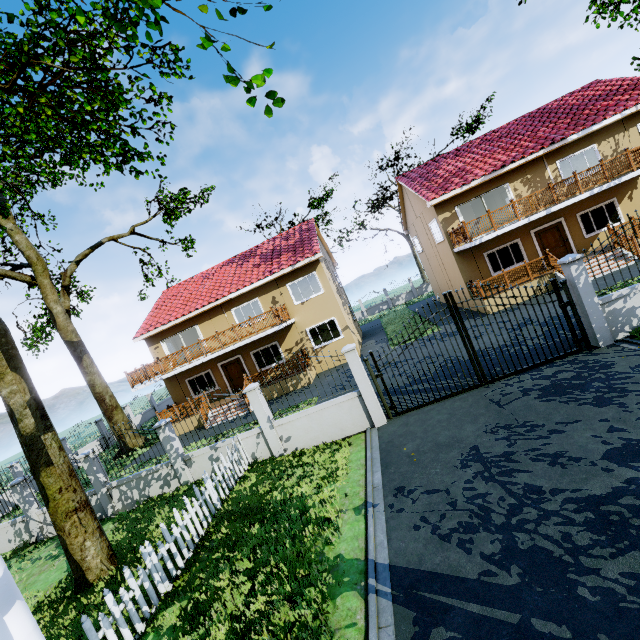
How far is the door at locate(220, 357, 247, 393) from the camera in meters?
20.9

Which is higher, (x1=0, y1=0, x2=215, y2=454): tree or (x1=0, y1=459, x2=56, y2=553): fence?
(x1=0, y1=0, x2=215, y2=454): tree

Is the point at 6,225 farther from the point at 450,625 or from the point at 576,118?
the point at 576,118

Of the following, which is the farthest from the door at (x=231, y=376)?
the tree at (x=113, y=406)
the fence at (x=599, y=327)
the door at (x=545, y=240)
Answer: the door at (x=545, y=240)

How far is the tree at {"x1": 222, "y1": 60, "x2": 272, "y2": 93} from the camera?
3.4 meters

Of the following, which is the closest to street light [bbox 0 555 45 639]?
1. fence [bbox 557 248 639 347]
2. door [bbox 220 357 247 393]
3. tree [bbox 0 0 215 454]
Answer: tree [bbox 0 0 215 454]

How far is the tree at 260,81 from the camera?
3.4m
